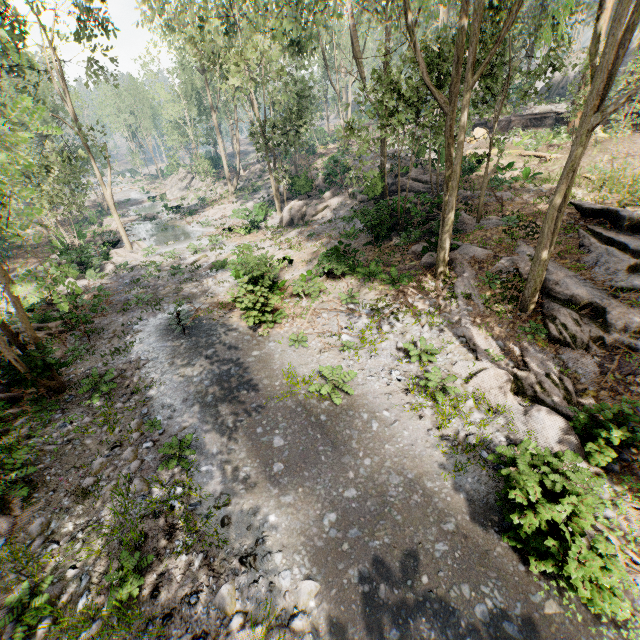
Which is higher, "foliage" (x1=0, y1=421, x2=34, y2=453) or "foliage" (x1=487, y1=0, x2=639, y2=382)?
"foliage" (x1=487, y1=0, x2=639, y2=382)

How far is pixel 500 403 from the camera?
9.7 meters

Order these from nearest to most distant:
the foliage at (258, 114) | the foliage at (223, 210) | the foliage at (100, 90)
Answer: the foliage at (258, 114)
the foliage at (100, 90)
the foliage at (223, 210)

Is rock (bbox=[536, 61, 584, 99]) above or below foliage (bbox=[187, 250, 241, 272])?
above

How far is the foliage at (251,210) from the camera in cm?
2853

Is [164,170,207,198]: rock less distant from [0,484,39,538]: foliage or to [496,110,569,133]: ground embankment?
[0,484,39,538]: foliage

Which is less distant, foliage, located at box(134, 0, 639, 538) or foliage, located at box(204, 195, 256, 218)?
foliage, located at box(134, 0, 639, 538)
